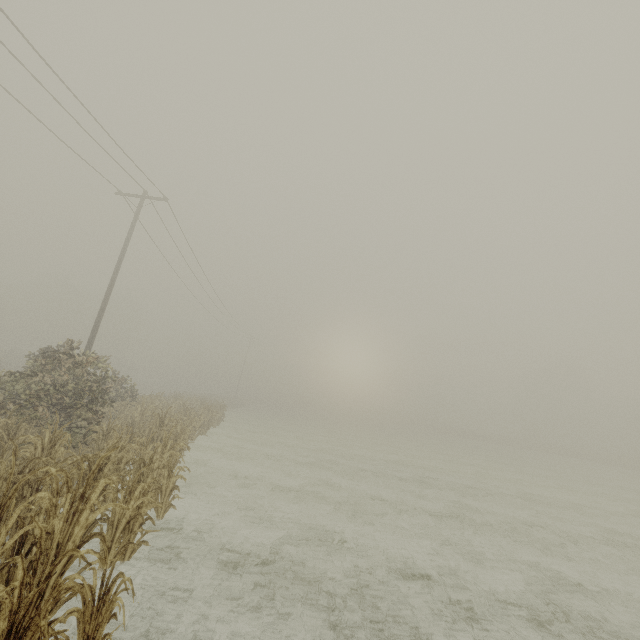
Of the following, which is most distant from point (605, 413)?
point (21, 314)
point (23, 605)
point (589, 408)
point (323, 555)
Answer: point (21, 314)
